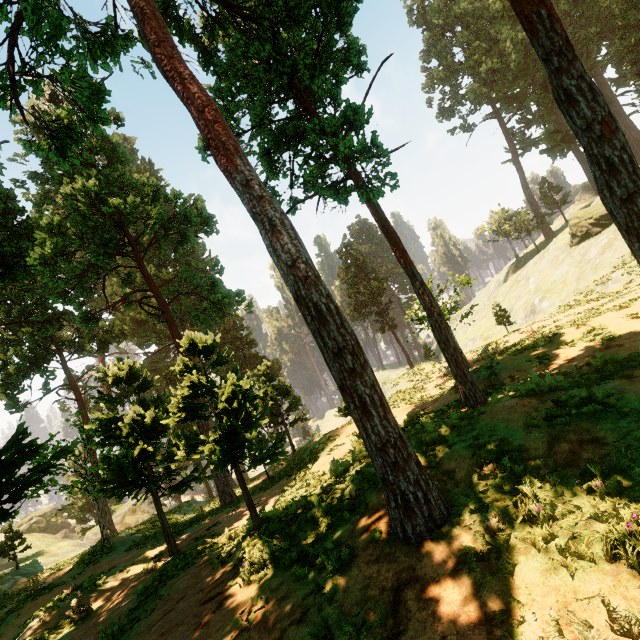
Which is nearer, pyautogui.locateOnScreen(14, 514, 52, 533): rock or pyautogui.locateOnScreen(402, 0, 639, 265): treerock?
pyautogui.locateOnScreen(402, 0, 639, 265): treerock

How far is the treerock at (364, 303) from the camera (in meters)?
46.34

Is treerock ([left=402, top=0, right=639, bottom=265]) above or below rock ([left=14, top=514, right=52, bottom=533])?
above

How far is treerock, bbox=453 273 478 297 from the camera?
23.0 meters

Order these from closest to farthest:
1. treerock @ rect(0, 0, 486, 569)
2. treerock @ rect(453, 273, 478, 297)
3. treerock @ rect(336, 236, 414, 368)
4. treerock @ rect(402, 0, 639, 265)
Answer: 1. treerock @ rect(0, 0, 486, 569)
2. treerock @ rect(402, 0, 639, 265)
3. treerock @ rect(453, 273, 478, 297)
4. treerock @ rect(336, 236, 414, 368)

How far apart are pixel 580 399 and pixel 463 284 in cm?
1851

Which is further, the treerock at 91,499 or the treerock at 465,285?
the treerock at 465,285
